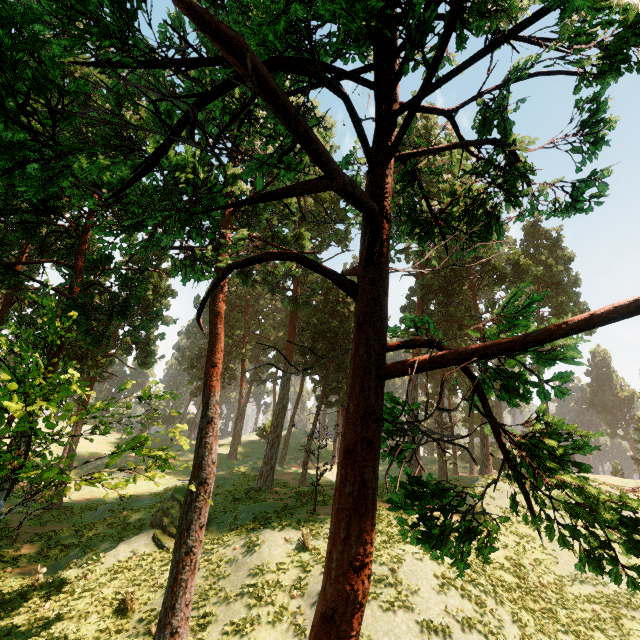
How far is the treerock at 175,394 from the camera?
12.0 meters

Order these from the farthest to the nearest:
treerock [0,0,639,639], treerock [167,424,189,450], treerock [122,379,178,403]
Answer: treerock [167,424,189,450] → treerock [122,379,178,403] → treerock [0,0,639,639]

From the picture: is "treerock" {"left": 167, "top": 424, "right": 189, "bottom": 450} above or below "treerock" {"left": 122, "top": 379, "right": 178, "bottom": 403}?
below

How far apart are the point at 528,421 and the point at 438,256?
31.8m

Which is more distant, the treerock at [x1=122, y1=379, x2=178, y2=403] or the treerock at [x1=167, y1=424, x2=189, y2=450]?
the treerock at [x1=167, y1=424, x2=189, y2=450]

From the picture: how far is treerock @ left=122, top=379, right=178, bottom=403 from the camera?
12.0m
